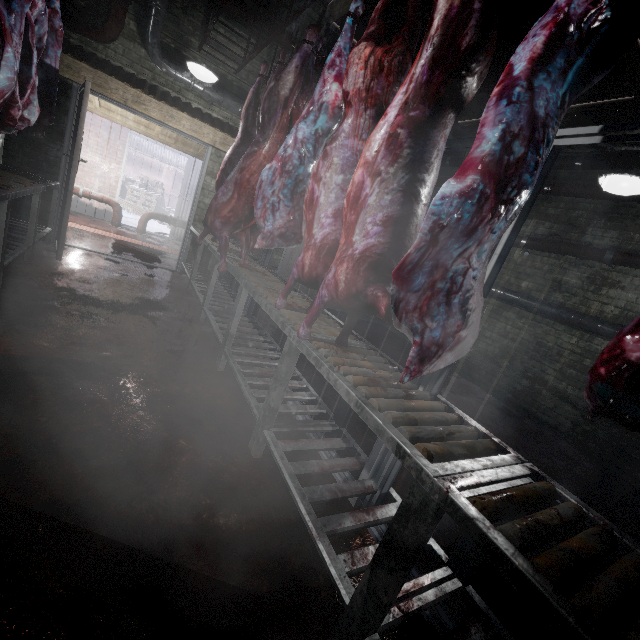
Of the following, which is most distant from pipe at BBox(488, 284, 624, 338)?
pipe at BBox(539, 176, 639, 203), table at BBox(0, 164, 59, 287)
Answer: table at BBox(0, 164, 59, 287)

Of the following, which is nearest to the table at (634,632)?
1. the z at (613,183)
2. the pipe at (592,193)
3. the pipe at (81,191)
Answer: the z at (613,183)

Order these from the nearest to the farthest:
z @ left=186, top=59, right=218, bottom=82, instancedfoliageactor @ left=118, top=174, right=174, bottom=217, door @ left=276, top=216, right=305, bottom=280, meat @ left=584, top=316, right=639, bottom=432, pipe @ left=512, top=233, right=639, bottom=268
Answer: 1. meat @ left=584, top=316, right=639, bottom=432
2. z @ left=186, top=59, right=218, bottom=82
3. pipe @ left=512, top=233, right=639, bottom=268
4. door @ left=276, top=216, right=305, bottom=280
5. instancedfoliageactor @ left=118, top=174, right=174, bottom=217

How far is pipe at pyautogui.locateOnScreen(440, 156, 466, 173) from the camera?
5.9m

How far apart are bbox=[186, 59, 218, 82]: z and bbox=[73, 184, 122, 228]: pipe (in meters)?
4.30

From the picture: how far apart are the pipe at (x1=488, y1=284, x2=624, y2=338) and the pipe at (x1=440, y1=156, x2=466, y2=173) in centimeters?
171cm

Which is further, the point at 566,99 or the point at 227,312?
the point at 227,312

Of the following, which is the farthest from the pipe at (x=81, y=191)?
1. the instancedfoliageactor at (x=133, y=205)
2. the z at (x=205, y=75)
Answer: the z at (x=205, y=75)
